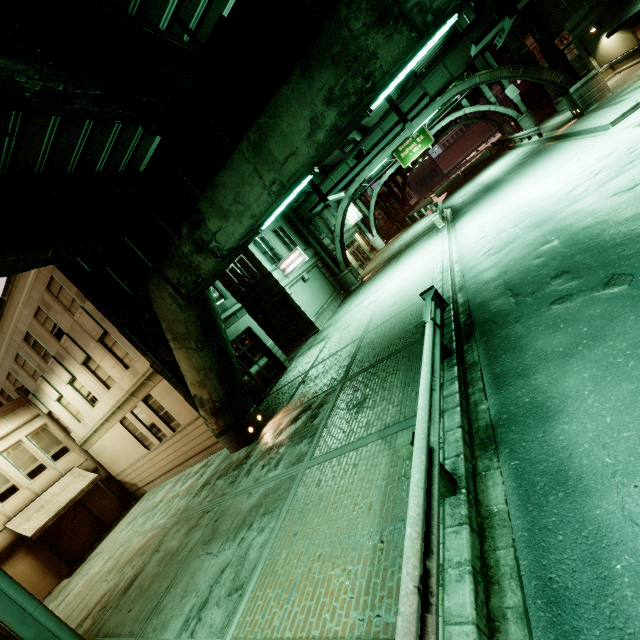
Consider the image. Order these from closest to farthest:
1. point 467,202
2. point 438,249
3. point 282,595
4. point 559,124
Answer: point 282,595 < point 438,249 < point 559,124 < point 467,202

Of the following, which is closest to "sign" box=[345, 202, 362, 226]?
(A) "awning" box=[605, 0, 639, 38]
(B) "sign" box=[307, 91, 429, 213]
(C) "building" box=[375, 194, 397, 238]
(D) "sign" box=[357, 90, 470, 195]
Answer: (C) "building" box=[375, 194, 397, 238]

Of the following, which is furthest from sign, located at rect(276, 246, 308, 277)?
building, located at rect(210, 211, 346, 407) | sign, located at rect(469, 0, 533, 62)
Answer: sign, located at rect(469, 0, 533, 62)

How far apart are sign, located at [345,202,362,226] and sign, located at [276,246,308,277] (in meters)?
19.80

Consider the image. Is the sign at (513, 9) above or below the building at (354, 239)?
above

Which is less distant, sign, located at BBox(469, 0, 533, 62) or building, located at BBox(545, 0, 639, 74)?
sign, located at BBox(469, 0, 533, 62)

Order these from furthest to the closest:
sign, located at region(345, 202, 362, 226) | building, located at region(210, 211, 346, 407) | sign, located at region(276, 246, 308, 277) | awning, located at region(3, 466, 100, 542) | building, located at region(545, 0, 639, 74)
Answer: sign, located at region(345, 202, 362, 226), sign, located at region(276, 246, 308, 277), building, located at region(545, 0, 639, 74), building, located at region(210, 211, 346, 407), awning, located at region(3, 466, 100, 542)

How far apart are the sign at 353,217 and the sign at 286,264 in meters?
19.8
